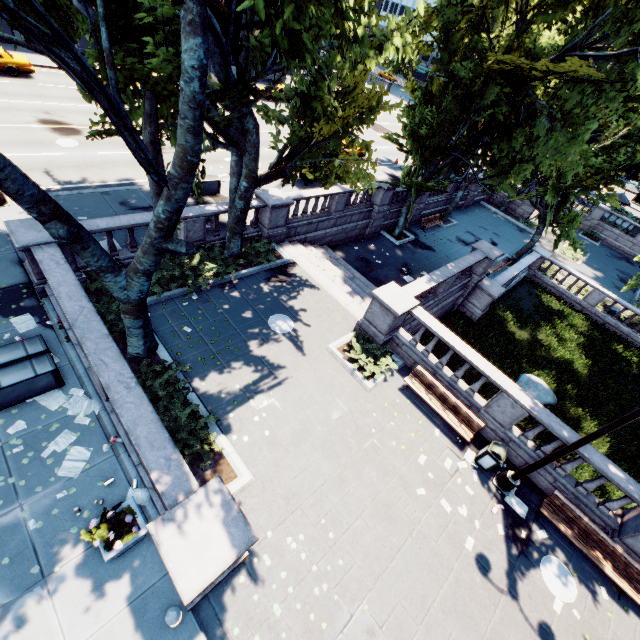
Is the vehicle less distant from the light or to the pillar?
the pillar

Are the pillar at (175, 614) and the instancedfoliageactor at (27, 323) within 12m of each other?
yes

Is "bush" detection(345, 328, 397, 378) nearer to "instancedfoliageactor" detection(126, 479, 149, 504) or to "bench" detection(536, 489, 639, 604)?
"bench" detection(536, 489, 639, 604)

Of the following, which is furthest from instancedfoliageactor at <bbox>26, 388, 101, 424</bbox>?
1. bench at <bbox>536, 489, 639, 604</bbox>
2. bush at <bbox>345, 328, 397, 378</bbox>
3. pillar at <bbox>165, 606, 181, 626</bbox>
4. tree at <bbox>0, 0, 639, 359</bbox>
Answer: bench at <bbox>536, 489, 639, 604</bbox>

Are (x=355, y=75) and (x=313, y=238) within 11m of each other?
yes

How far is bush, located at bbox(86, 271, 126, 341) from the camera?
10.4m

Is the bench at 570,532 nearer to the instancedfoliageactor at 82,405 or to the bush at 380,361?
the bush at 380,361

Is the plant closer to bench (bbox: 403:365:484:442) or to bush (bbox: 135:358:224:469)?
bush (bbox: 135:358:224:469)
